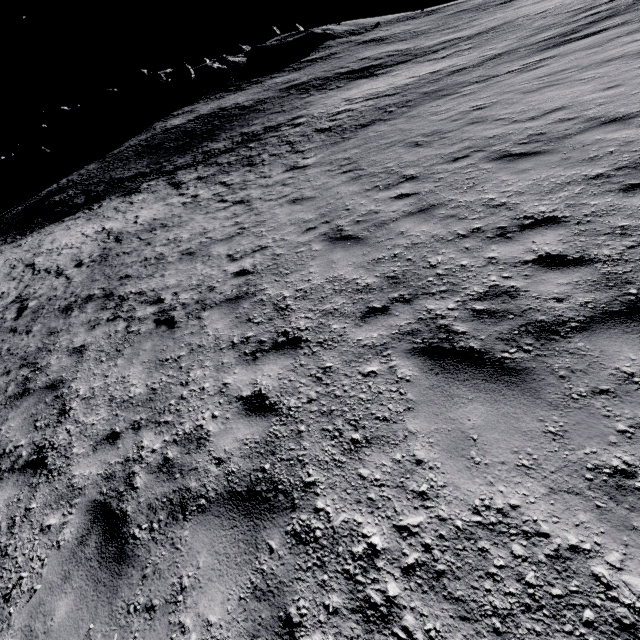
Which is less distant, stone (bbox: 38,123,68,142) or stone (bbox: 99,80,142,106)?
stone (bbox: 38,123,68,142)

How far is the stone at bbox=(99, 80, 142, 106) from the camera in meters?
59.0

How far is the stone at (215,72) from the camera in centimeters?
5214cm

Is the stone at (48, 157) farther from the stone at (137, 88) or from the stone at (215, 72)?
the stone at (215, 72)

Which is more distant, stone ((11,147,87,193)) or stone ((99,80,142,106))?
stone ((99,80,142,106))

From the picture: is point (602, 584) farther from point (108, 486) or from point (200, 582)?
point (108, 486)

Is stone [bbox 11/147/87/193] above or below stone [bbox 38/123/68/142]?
below

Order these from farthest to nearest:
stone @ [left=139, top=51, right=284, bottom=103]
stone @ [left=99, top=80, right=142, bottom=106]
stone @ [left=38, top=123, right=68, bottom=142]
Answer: stone @ [left=99, top=80, right=142, bottom=106], stone @ [left=38, top=123, right=68, bottom=142], stone @ [left=139, top=51, right=284, bottom=103]
